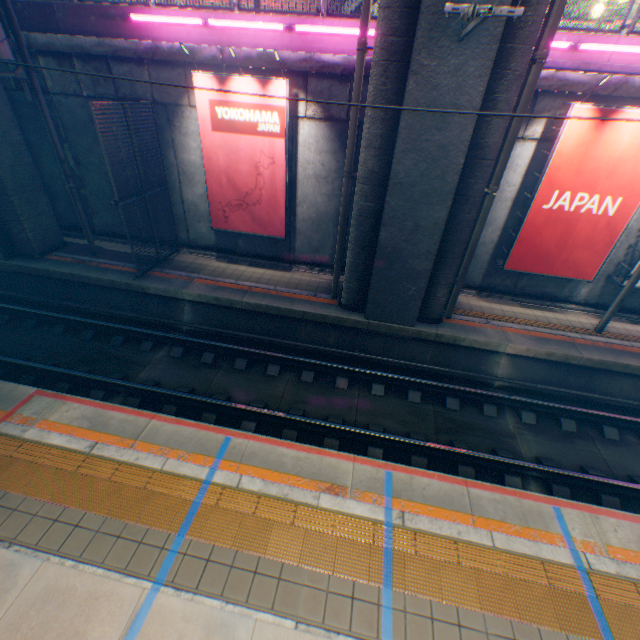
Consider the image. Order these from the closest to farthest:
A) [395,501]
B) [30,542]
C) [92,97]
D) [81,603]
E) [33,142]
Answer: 1. [81,603]
2. [30,542]
3. [395,501]
4. [92,97]
5. [33,142]

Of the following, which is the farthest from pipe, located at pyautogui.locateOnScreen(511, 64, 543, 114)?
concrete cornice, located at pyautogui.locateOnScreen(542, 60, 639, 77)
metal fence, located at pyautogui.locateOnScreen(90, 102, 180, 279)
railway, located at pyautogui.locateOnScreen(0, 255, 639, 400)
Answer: metal fence, located at pyautogui.locateOnScreen(90, 102, 180, 279)

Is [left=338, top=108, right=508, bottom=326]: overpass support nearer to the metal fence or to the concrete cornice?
the metal fence

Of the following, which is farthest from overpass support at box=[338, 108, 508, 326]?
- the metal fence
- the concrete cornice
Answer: the concrete cornice

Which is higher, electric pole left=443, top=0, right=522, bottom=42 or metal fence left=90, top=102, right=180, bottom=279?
electric pole left=443, top=0, right=522, bottom=42

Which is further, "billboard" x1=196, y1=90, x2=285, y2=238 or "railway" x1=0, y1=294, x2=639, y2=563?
"billboard" x1=196, y1=90, x2=285, y2=238

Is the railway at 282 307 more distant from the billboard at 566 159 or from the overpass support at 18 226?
the billboard at 566 159

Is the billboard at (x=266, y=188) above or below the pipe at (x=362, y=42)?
below
